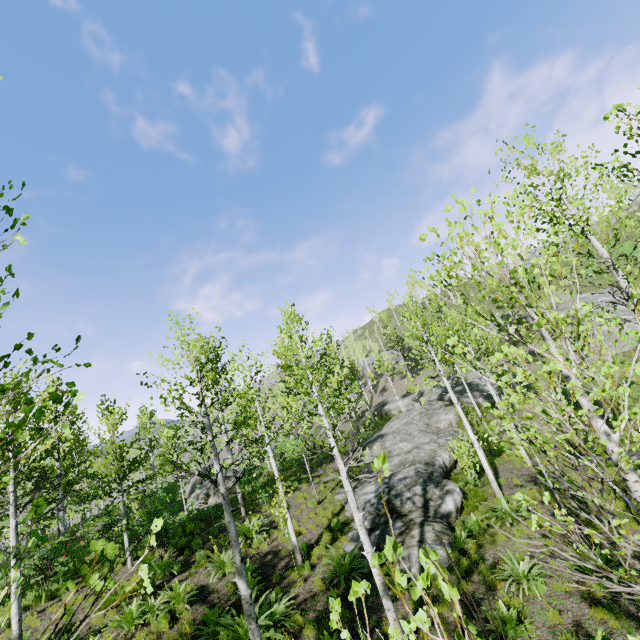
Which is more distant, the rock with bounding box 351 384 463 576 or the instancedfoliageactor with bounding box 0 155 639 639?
the rock with bounding box 351 384 463 576

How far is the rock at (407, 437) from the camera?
10.65m

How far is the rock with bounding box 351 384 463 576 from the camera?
10.6 meters

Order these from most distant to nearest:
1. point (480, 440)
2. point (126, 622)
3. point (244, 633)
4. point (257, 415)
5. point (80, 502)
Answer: point (480, 440), point (80, 502), point (257, 415), point (126, 622), point (244, 633)

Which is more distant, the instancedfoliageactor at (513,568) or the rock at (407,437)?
the rock at (407,437)
